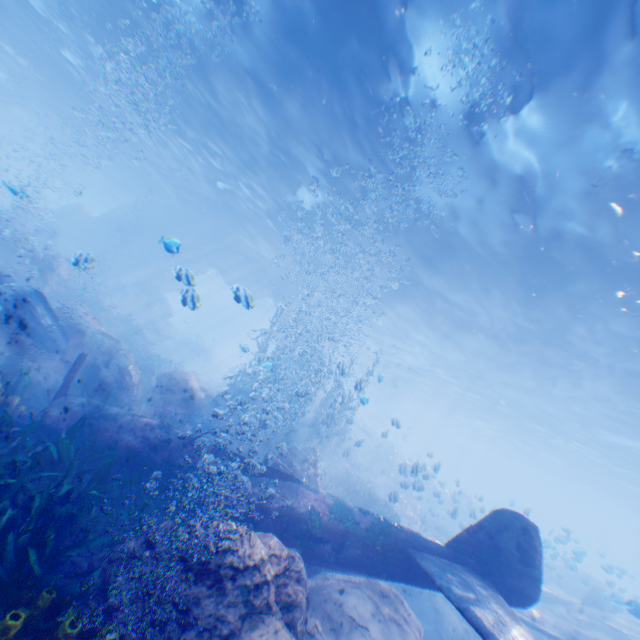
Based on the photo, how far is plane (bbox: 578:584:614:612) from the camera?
15.3 meters

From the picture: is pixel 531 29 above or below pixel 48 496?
above

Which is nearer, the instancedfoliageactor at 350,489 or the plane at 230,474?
the plane at 230,474

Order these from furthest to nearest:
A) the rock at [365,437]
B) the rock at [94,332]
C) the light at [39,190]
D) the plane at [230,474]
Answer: the rock at [365,437] → the rock at [94,332] → the light at [39,190] → the plane at [230,474]

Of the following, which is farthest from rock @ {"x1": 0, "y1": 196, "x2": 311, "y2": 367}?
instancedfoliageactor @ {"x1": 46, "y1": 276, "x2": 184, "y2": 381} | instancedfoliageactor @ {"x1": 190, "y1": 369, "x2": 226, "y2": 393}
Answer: instancedfoliageactor @ {"x1": 190, "y1": 369, "x2": 226, "y2": 393}

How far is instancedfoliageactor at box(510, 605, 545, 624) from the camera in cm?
1368

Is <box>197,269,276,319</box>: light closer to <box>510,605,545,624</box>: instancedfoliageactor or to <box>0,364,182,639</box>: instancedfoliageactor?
<box>0,364,182,639</box>: instancedfoliageactor

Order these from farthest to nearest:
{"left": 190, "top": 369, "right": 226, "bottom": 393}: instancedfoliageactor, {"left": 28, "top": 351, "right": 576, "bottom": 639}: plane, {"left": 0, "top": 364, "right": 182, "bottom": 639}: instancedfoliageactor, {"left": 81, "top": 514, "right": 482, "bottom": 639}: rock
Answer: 1. {"left": 190, "top": 369, "right": 226, "bottom": 393}: instancedfoliageactor
2. {"left": 28, "top": 351, "right": 576, "bottom": 639}: plane
3. {"left": 81, "top": 514, "right": 482, "bottom": 639}: rock
4. {"left": 0, "top": 364, "right": 182, "bottom": 639}: instancedfoliageactor
